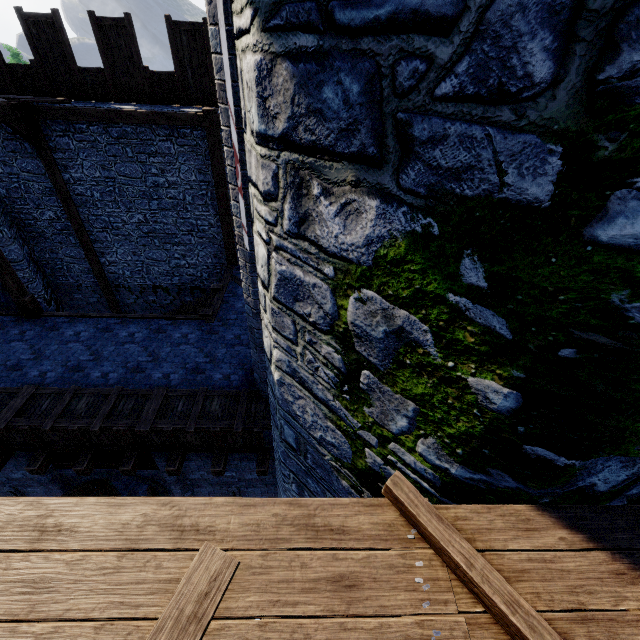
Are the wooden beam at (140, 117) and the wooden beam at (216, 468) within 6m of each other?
no

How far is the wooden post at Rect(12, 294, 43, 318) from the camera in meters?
9.1 m

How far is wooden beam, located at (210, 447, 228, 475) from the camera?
7.2m

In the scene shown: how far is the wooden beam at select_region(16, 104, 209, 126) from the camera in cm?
902

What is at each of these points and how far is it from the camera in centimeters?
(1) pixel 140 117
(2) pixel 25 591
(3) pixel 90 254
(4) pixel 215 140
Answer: (1) wooden beam, 916cm
(2) walkway, 176cm
(3) wooden post, 1190cm
(4) wooden post, 959cm

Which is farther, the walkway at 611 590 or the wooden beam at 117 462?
the wooden beam at 117 462

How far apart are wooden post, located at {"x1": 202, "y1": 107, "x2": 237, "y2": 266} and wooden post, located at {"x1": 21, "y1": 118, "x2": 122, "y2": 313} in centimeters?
470cm

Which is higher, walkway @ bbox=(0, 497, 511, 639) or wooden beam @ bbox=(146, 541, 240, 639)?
wooden beam @ bbox=(146, 541, 240, 639)
